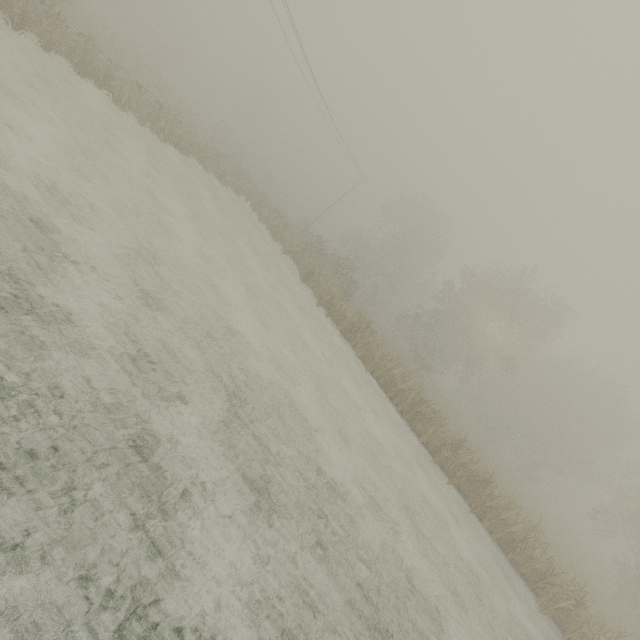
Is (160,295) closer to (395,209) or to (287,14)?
(287,14)
